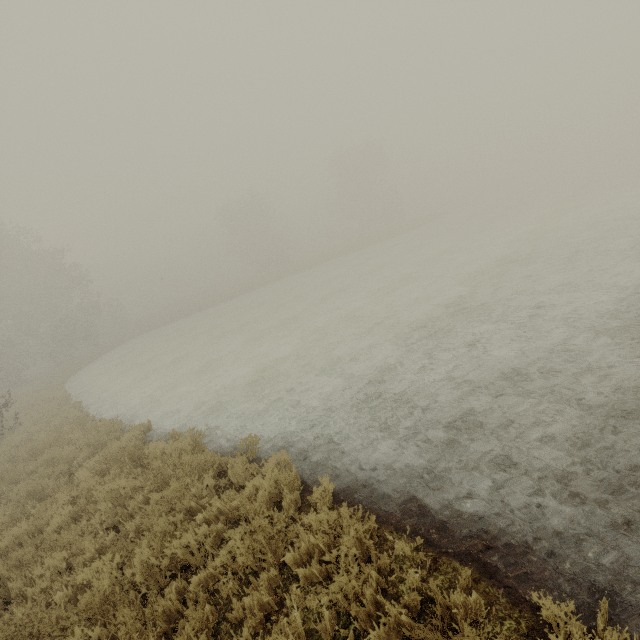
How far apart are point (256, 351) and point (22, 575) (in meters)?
10.99
